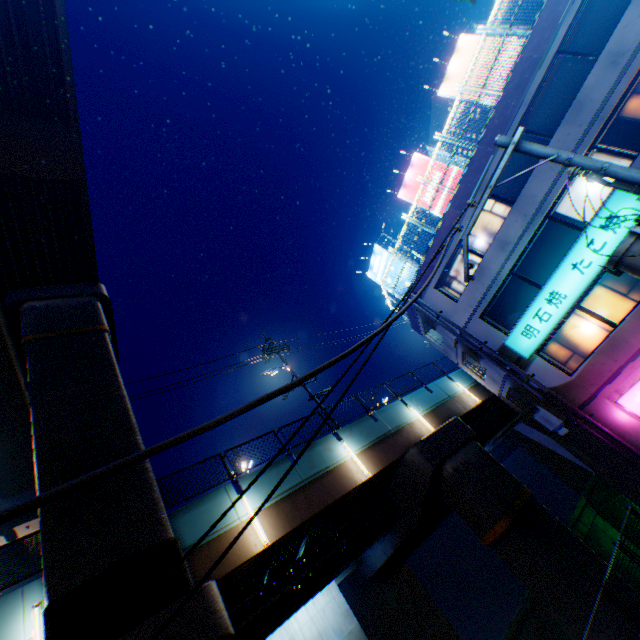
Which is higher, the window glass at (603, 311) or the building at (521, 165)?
the building at (521, 165)

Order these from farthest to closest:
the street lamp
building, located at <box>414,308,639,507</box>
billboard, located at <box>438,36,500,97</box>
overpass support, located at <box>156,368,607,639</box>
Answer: billboard, located at <box>438,36,500,97</box>, building, located at <box>414,308,639,507</box>, overpass support, located at <box>156,368,607,639</box>, the street lamp

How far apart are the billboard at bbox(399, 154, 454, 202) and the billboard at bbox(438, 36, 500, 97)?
2.99m

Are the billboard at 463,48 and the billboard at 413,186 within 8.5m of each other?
yes

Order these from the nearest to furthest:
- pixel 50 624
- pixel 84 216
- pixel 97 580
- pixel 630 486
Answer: pixel 50 624 → pixel 97 580 → pixel 630 486 → pixel 84 216

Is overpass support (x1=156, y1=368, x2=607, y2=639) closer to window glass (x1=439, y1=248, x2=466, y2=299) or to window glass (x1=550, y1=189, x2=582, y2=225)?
window glass (x1=439, y1=248, x2=466, y2=299)

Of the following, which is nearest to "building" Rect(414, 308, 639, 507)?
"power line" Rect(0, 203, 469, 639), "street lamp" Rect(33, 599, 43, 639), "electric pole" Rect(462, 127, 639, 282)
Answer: "electric pole" Rect(462, 127, 639, 282)

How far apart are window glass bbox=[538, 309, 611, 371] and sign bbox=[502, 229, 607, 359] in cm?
46
